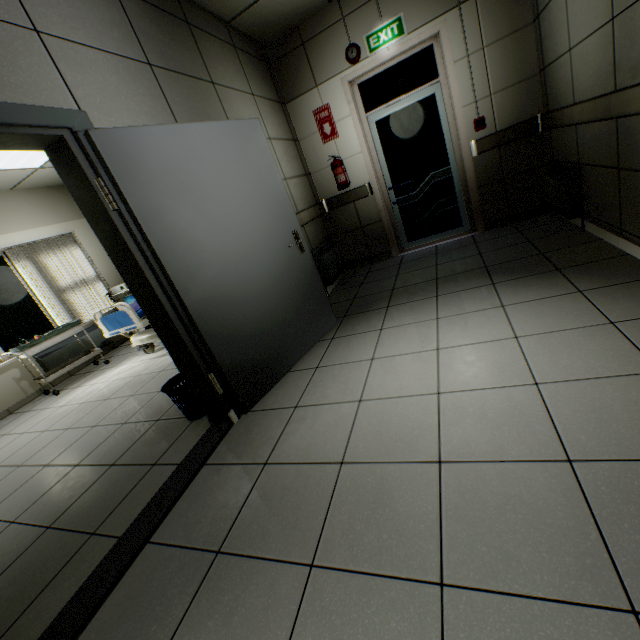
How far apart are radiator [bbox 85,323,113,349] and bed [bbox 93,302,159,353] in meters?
1.7

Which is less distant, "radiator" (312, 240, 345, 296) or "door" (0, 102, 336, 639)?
"door" (0, 102, 336, 639)

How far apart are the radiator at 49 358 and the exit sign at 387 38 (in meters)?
6.55

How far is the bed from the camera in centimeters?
441cm

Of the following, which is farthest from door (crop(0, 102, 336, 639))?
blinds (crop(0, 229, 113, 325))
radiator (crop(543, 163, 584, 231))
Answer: blinds (crop(0, 229, 113, 325))

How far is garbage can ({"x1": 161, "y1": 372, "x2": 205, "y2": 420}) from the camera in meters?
2.6

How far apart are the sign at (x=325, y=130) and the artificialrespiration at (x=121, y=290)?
4.2 meters

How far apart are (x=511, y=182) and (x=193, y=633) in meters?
5.2
